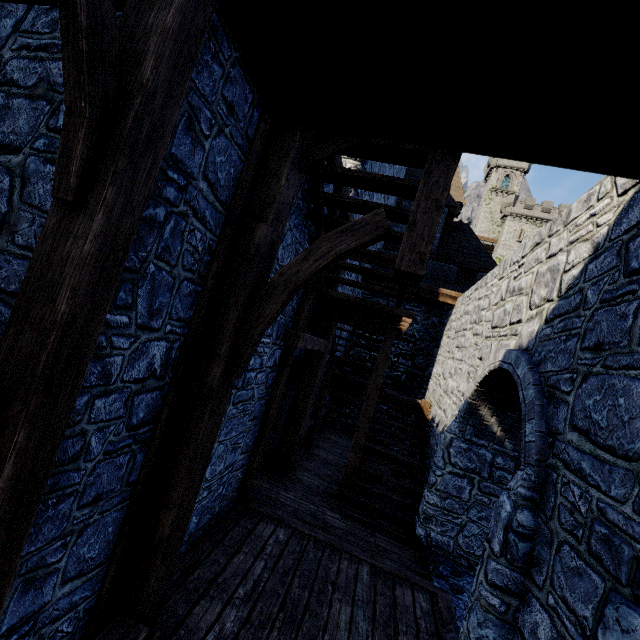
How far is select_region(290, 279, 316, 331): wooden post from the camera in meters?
5.6 m

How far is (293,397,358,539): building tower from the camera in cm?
594

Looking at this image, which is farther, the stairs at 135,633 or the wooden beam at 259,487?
the wooden beam at 259,487

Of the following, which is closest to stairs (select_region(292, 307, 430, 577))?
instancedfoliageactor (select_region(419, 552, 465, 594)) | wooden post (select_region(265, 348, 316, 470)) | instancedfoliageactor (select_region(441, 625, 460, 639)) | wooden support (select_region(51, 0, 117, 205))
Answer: wooden post (select_region(265, 348, 316, 470))

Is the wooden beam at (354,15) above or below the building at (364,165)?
below

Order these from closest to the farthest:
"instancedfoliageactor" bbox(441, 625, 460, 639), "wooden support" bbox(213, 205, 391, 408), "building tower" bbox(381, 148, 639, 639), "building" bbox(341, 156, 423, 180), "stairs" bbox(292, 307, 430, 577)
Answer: "building tower" bbox(381, 148, 639, 639)
"wooden support" bbox(213, 205, 391, 408)
"instancedfoliageactor" bbox(441, 625, 460, 639)
"stairs" bbox(292, 307, 430, 577)
"building" bbox(341, 156, 423, 180)

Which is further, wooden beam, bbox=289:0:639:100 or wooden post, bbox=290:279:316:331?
wooden post, bbox=290:279:316:331

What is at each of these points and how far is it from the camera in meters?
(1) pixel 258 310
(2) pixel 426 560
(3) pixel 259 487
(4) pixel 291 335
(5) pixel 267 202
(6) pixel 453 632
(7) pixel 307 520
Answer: (1) wooden support, 2.9
(2) instancedfoliageactor, 5.7
(3) wooden beam, 6.5
(4) wooden beam, 5.3
(5) stairs, 2.9
(6) instancedfoliageactor, 3.9
(7) building tower, 5.8
